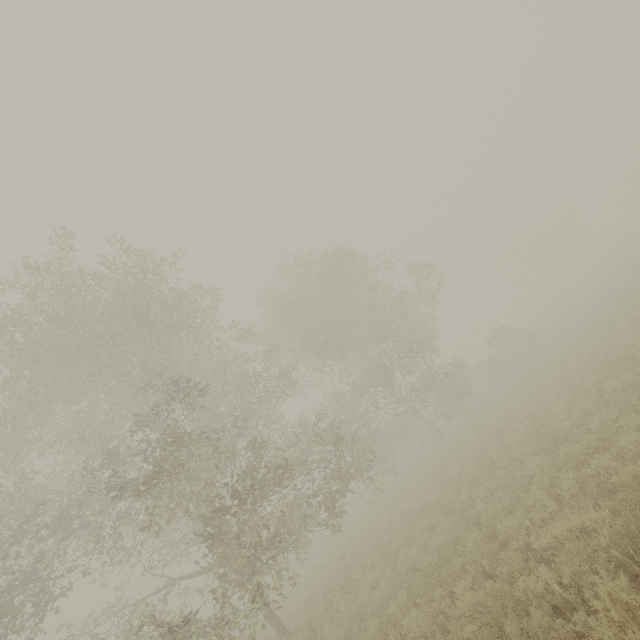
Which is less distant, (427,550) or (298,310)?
(427,550)
